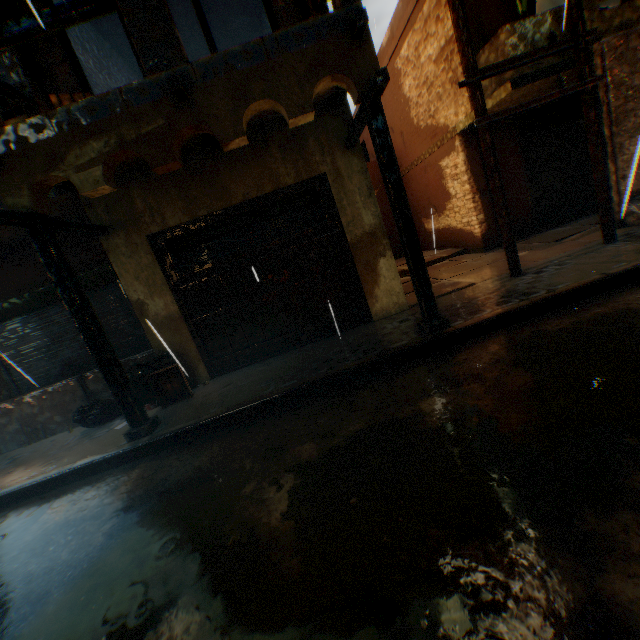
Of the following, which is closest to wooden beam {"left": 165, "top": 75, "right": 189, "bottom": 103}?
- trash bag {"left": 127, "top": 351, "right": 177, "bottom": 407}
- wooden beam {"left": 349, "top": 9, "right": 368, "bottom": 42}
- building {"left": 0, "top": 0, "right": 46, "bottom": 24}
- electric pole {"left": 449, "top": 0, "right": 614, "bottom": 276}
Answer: building {"left": 0, "top": 0, "right": 46, "bottom": 24}

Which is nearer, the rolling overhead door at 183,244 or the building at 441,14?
the building at 441,14

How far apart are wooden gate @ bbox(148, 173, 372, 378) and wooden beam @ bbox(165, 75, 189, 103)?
0.6 meters

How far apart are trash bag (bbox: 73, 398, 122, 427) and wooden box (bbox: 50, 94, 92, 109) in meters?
3.4

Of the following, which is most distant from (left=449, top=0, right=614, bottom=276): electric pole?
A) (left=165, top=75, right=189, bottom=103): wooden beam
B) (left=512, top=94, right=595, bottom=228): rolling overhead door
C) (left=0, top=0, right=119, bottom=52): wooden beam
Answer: (left=0, top=0, right=119, bottom=52): wooden beam

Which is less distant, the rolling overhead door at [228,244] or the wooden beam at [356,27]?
the wooden beam at [356,27]

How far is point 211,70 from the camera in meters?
3.8 m
